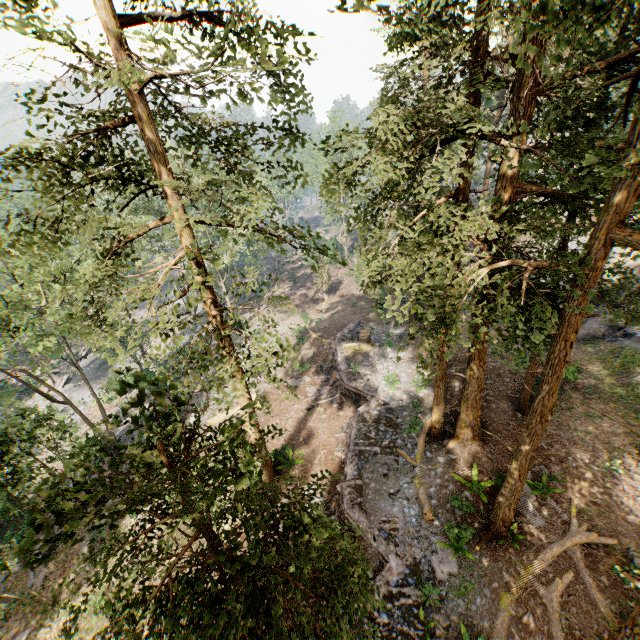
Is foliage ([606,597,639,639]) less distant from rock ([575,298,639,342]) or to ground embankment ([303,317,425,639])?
ground embankment ([303,317,425,639])

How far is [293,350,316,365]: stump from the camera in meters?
29.4 m

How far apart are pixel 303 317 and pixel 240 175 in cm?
2749

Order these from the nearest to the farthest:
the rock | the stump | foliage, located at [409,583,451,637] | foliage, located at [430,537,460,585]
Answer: foliage, located at [409,583,451,637] → foliage, located at [430,537,460,585] → the rock → the stump

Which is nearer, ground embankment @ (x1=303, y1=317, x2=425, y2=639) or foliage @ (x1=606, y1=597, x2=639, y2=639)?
foliage @ (x1=606, y1=597, x2=639, y2=639)

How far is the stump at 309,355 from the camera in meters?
29.4 m

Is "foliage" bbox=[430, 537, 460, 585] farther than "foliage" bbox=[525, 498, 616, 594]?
Yes

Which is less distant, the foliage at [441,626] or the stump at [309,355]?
the foliage at [441,626]
